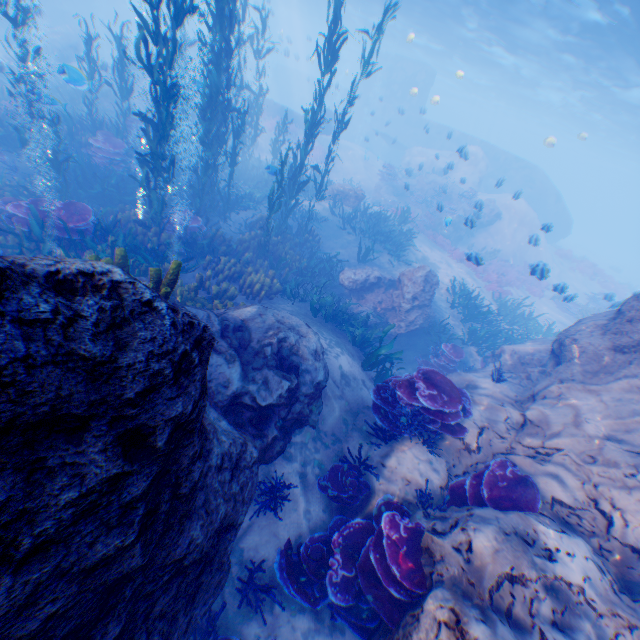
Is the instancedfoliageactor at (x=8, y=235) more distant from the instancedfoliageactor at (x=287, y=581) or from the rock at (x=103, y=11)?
the instancedfoliageactor at (x=287, y=581)

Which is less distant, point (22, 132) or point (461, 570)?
point (461, 570)

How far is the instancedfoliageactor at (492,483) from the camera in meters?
4.7

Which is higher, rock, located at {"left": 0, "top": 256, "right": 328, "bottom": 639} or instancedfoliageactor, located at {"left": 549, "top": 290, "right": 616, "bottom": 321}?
rock, located at {"left": 0, "top": 256, "right": 328, "bottom": 639}

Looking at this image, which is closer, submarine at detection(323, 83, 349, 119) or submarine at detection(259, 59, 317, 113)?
submarine at detection(323, 83, 349, 119)

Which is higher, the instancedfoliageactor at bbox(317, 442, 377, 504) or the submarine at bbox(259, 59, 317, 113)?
the submarine at bbox(259, 59, 317, 113)

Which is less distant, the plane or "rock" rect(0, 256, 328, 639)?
"rock" rect(0, 256, 328, 639)

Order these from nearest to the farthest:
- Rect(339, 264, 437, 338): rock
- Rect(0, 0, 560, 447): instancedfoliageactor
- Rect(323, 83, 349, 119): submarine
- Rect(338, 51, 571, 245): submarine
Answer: Rect(0, 0, 560, 447): instancedfoliageactor
Rect(339, 264, 437, 338): rock
Rect(338, 51, 571, 245): submarine
Rect(323, 83, 349, 119): submarine
